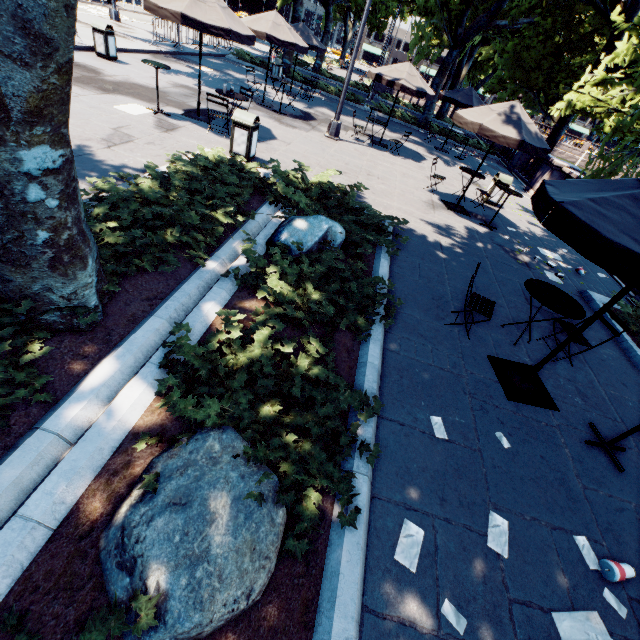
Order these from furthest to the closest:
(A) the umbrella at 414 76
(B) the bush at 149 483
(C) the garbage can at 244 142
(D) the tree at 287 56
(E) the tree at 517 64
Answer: (D) the tree at 287 56 < (A) the umbrella at 414 76 < (E) the tree at 517 64 < (C) the garbage can at 244 142 < (B) the bush at 149 483

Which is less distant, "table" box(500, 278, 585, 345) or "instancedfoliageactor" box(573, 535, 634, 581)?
"instancedfoliageactor" box(573, 535, 634, 581)

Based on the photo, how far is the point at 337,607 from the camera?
2.2m

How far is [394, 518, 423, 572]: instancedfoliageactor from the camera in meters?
2.6

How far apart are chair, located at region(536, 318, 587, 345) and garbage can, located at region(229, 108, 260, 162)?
7.59m

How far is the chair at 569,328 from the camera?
5.2 meters

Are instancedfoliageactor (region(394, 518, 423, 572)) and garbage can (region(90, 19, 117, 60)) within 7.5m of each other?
no

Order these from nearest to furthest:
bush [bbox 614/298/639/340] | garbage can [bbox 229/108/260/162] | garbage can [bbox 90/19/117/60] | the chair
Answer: the chair, bush [bbox 614/298/639/340], garbage can [bbox 229/108/260/162], garbage can [bbox 90/19/117/60]
